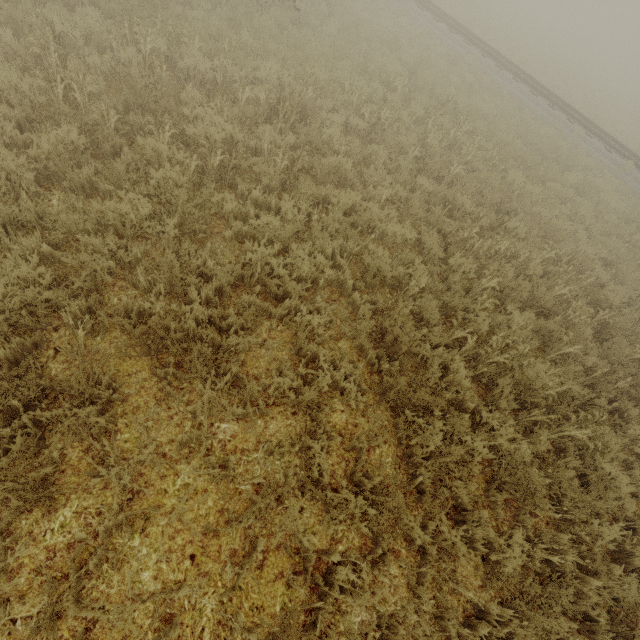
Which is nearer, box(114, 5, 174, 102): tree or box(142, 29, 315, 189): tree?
box(142, 29, 315, 189): tree

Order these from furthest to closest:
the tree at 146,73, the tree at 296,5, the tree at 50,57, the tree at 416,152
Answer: the tree at 296,5, the tree at 416,152, the tree at 146,73, the tree at 50,57

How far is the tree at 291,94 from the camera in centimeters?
483cm

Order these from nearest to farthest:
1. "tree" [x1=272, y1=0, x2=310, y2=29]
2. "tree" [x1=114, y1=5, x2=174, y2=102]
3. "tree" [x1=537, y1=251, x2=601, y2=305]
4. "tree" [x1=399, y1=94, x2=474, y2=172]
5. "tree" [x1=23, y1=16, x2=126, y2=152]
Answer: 1. "tree" [x1=23, y1=16, x2=126, y2=152]
2. "tree" [x1=114, y1=5, x2=174, y2=102]
3. "tree" [x1=537, y1=251, x2=601, y2=305]
4. "tree" [x1=399, y1=94, x2=474, y2=172]
5. "tree" [x1=272, y1=0, x2=310, y2=29]

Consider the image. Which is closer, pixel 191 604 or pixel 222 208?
pixel 191 604

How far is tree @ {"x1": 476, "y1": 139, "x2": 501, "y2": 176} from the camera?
9.0 meters
